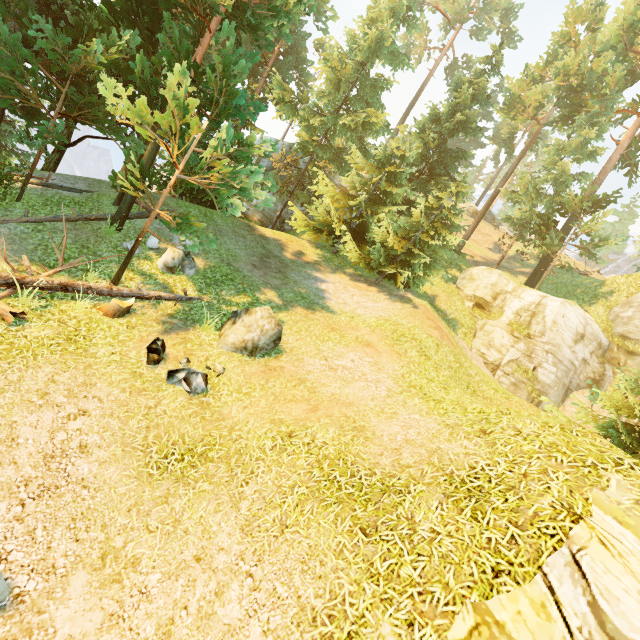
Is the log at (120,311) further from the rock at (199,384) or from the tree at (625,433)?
the rock at (199,384)

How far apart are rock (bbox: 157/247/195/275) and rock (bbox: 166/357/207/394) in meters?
4.8

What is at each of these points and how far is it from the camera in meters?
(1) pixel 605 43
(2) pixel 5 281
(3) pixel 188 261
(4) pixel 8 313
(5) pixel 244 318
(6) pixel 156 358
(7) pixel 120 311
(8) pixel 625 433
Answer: (1) tree, 21.7
(2) log, 8.1
(3) rock, 12.4
(4) log, 7.5
(5) rock, 9.5
(6) rock, 8.2
(7) log, 9.3
(8) tree, 10.1

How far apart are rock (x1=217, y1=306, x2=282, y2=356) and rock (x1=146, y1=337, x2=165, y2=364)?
1.4m

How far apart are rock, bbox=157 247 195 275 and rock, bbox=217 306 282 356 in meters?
3.3 m

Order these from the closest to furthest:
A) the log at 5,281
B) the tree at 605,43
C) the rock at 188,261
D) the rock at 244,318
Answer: the log at 5,281, the rock at 244,318, the tree at 605,43, the rock at 188,261

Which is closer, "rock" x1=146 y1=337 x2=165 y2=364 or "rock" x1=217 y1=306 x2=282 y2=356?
"rock" x1=146 y1=337 x2=165 y2=364

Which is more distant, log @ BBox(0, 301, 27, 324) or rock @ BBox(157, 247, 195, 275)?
rock @ BBox(157, 247, 195, 275)
